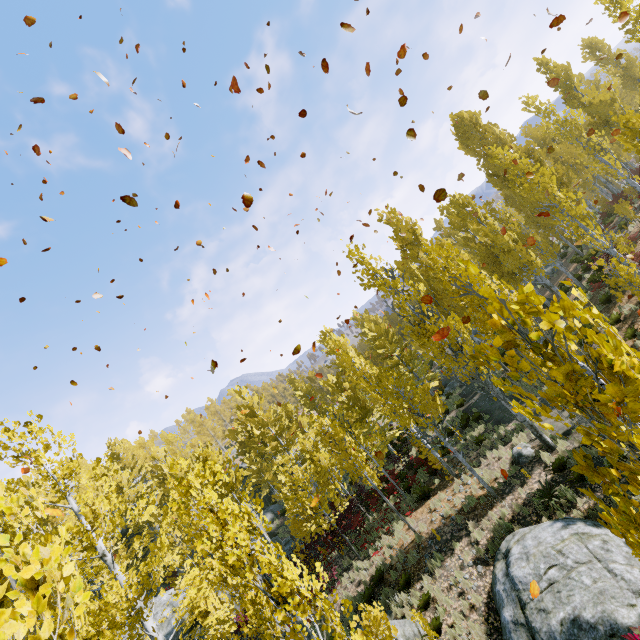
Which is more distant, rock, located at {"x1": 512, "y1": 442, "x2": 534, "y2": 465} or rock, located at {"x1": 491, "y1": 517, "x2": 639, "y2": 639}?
rock, located at {"x1": 512, "y1": 442, "x2": 534, "y2": 465}

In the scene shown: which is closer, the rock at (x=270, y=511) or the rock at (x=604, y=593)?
the rock at (x=604, y=593)

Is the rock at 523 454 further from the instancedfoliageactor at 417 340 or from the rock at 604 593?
the rock at 604 593

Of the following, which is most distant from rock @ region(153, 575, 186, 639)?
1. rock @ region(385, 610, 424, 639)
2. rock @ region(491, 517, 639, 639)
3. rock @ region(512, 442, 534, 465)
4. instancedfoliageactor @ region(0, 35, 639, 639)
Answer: rock @ region(512, 442, 534, 465)

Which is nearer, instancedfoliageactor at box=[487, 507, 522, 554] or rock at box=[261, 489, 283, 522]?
instancedfoliageactor at box=[487, 507, 522, 554]

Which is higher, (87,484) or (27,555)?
(87,484)

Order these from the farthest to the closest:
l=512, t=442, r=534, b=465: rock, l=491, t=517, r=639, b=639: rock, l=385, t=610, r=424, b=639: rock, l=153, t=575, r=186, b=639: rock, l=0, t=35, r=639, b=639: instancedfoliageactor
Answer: l=153, t=575, r=186, b=639: rock
l=512, t=442, r=534, b=465: rock
l=385, t=610, r=424, b=639: rock
l=491, t=517, r=639, b=639: rock
l=0, t=35, r=639, b=639: instancedfoliageactor

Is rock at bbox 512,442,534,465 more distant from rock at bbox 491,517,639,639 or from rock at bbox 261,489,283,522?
rock at bbox 261,489,283,522
